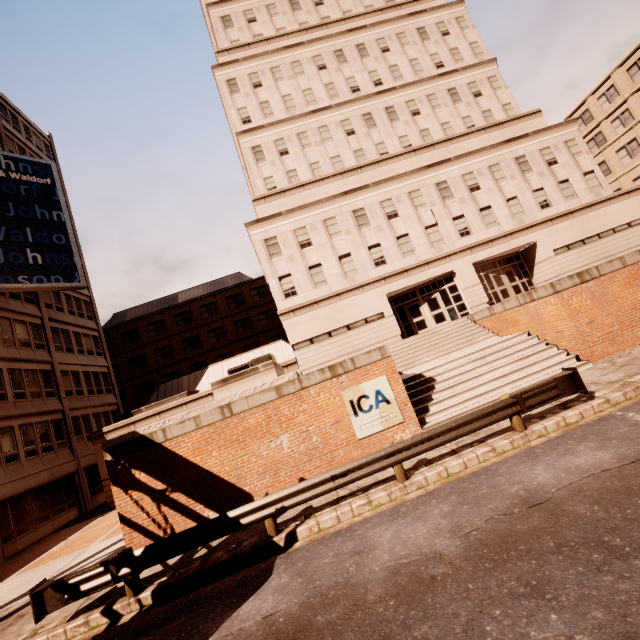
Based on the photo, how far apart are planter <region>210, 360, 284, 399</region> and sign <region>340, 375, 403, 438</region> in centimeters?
255cm

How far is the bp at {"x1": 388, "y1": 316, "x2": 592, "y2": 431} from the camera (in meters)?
12.00

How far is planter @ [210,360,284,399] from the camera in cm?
1231

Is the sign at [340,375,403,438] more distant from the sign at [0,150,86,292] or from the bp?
the sign at [0,150,86,292]

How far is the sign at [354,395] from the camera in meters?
11.2

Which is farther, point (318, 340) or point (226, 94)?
point (226, 94)

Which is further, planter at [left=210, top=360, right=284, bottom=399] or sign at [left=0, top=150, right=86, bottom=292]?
sign at [left=0, top=150, right=86, bottom=292]

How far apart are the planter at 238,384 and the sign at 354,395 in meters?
2.6 m
